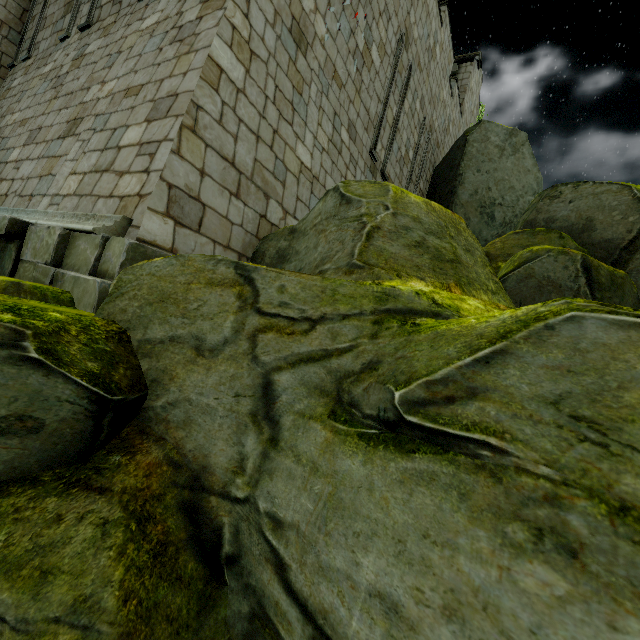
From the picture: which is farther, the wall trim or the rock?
the wall trim

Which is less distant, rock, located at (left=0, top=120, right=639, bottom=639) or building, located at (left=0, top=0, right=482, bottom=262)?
rock, located at (left=0, top=120, right=639, bottom=639)

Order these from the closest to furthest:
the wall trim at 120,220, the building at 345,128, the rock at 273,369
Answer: the rock at 273,369 < the wall trim at 120,220 < the building at 345,128

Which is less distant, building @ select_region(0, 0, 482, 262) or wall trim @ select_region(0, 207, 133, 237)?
wall trim @ select_region(0, 207, 133, 237)

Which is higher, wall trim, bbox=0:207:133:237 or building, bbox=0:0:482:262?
building, bbox=0:0:482:262

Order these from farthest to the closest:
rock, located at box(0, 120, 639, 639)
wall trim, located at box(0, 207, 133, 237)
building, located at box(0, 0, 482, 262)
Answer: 1. building, located at box(0, 0, 482, 262)
2. wall trim, located at box(0, 207, 133, 237)
3. rock, located at box(0, 120, 639, 639)

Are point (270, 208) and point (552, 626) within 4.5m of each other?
no

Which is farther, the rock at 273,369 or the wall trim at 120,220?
the wall trim at 120,220
